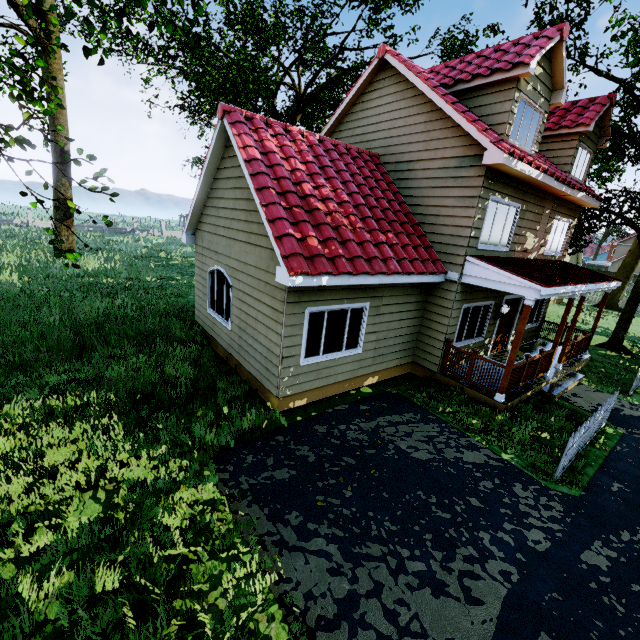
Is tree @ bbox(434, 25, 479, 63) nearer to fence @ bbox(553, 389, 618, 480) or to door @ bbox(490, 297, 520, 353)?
fence @ bbox(553, 389, 618, 480)

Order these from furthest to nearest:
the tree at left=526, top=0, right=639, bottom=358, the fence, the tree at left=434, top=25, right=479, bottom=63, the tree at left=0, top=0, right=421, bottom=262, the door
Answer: the tree at left=434, top=25, right=479, bottom=63
the door
the tree at left=526, top=0, right=639, bottom=358
the fence
the tree at left=0, top=0, right=421, bottom=262

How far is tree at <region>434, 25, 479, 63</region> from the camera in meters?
22.4

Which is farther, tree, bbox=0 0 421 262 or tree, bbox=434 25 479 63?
tree, bbox=434 25 479 63

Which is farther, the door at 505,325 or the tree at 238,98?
the door at 505,325

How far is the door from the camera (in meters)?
11.62

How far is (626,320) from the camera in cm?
1511

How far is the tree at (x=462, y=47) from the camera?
22.44m
